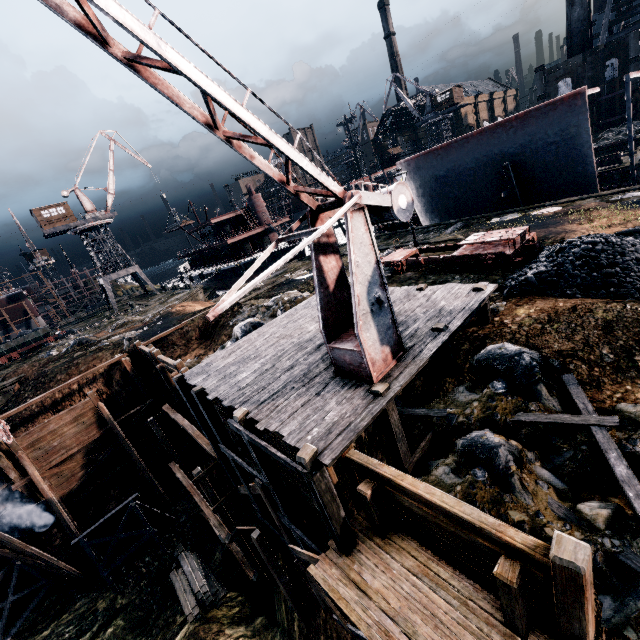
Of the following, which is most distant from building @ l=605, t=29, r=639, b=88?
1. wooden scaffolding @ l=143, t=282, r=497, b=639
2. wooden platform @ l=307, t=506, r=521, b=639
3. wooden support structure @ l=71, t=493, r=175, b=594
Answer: wooden platform @ l=307, t=506, r=521, b=639

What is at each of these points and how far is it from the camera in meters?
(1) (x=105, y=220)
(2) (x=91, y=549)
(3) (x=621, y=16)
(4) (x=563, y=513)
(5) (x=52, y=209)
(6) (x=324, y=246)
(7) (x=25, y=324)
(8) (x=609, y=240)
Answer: (1) crane, 50.2 m
(2) wooden support structure, 18.1 m
(3) wood roof frame, 49.9 m
(4) wooden scaffolding, 6.4 m
(5) building, 46.3 m
(6) crane, 8.4 m
(7) ship construction, 55.1 m
(8) coal pile, 11.4 m

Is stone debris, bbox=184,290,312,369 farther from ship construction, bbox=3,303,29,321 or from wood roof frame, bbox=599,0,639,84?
wood roof frame, bbox=599,0,639,84

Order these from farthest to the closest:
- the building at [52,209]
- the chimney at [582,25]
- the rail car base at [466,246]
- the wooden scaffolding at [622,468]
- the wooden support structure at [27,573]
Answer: the chimney at [582,25] → the building at [52,209] → the wooden support structure at [27,573] → the rail car base at [466,246] → the wooden scaffolding at [622,468]

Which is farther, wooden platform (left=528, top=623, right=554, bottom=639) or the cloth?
the cloth

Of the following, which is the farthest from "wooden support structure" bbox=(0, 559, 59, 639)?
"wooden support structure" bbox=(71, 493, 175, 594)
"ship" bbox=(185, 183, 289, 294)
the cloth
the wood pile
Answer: "ship" bbox=(185, 183, 289, 294)

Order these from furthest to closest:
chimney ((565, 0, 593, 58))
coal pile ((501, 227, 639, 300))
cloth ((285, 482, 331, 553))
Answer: chimney ((565, 0, 593, 58)) → coal pile ((501, 227, 639, 300)) → cloth ((285, 482, 331, 553))

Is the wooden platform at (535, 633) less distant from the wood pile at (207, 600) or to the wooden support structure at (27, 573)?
the wood pile at (207, 600)
